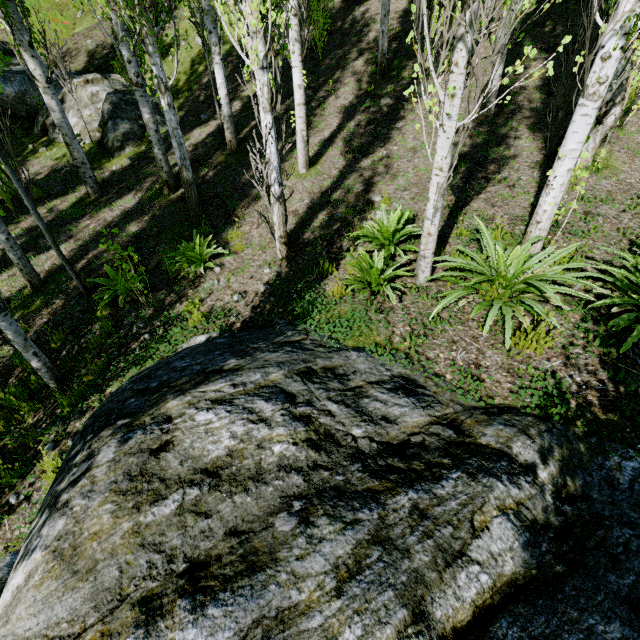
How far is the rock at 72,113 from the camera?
10.0 meters

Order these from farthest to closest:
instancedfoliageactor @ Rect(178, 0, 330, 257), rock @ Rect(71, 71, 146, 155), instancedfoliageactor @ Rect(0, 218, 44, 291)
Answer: rock @ Rect(71, 71, 146, 155) < instancedfoliageactor @ Rect(0, 218, 44, 291) < instancedfoliageactor @ Rect(178, 0, 330, 257)

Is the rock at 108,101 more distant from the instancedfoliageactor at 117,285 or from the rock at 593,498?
the rock at 593,498

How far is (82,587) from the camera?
1.60m

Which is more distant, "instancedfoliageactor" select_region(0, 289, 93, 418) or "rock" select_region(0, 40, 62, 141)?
"rock" select_region(0, 40, 62, 141)

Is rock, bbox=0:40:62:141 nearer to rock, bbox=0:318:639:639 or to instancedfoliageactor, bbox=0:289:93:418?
instancedfoliageactor, bbox=0:289:93:418

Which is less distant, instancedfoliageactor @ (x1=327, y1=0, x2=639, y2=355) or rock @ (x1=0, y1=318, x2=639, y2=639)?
rock @ (x1=0, y1=318, x2=639, y2=639)

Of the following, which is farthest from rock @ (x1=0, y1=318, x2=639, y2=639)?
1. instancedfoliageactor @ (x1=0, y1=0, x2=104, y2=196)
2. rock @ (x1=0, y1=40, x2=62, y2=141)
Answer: rock @ (x1=0, y1=40, x2=62, y2=141)
